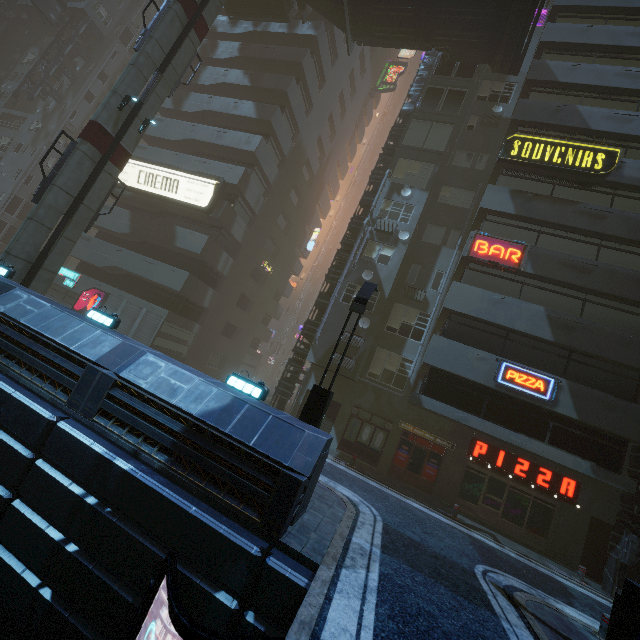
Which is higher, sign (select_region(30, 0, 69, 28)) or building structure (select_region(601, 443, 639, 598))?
sign (select_region(30, 0, 69, 28))

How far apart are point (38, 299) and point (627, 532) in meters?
23.7 m

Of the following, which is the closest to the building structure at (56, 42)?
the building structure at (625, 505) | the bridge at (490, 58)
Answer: the bridge at (490, 58)

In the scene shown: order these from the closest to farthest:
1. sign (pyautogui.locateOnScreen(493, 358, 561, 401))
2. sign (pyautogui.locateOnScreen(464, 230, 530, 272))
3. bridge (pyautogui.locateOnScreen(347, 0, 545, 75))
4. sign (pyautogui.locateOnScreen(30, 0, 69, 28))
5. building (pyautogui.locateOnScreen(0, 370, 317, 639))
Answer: building (pyautogui.locateOnScreen(0, 370, 317, 639))
sign (pyautogui.locateOnScreen(493, 358, 561, 401))
sign (pyautogui.locateOnScreen(464, 230, 530, 272))
bridge (pyautogui.locateOnScreen(347, 0, 545, 75))
sign (pyautogui.locateOnScreen(30, 0, 69, 28))

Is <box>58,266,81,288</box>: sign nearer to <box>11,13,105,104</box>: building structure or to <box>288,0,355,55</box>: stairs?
<box>288,0,355,55</box>: stairs

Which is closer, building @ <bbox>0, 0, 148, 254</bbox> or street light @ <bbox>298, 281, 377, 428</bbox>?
street light @ <bbox>298, 281, 377, 428</bbox>

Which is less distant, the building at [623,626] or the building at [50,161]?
the building at [623,626]

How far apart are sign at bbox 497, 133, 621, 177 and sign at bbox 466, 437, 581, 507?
14.2m
